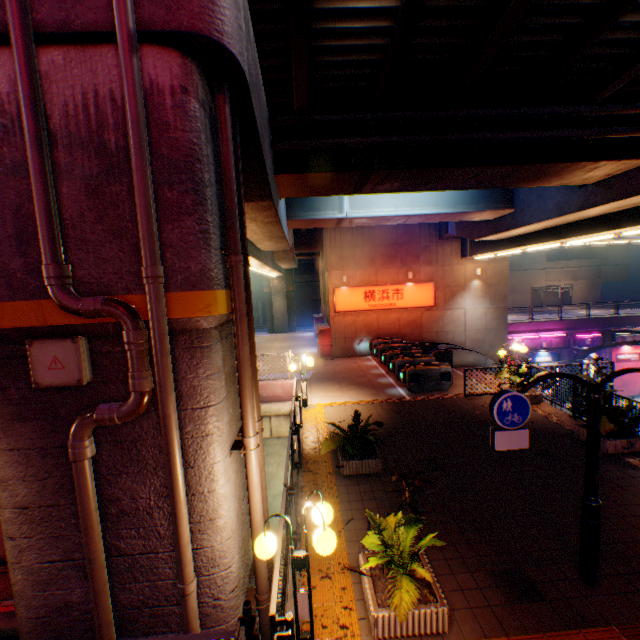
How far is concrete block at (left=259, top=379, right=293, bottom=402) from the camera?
13.60m

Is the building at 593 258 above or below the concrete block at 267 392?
above

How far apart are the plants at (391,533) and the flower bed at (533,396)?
8.5m

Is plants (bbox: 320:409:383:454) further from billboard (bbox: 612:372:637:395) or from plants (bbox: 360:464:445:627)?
billboard (bbox: 612:372:637:395)

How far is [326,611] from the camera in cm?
484

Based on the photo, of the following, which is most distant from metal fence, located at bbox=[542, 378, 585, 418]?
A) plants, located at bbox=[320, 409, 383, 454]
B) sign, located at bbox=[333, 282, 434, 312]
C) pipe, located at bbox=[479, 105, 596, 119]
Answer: sign, located at bbox=[333, 282, 434, 312]

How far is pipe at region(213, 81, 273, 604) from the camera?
4.27m

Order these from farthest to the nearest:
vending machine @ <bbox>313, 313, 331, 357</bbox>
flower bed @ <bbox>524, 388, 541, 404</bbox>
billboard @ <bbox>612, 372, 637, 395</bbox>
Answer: billboard @ <bbox>612, 372, 637, 395</bbox> < vending machine @ <bbox>313, 313, 331, 357</bbox> < flower bed @ <bbox>524, 388, 541, 404</bbox>
